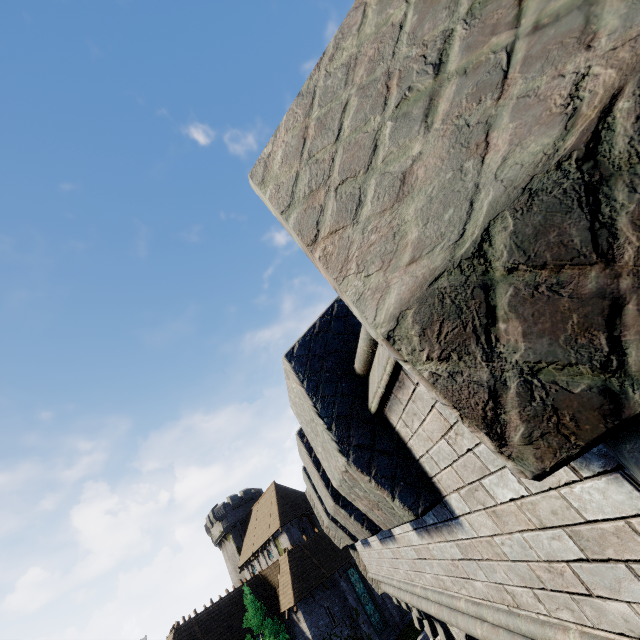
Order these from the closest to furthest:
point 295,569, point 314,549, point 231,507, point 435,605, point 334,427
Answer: point 334,427 < point 435,605 < point 295,569 < point 314,549 < point 231,507

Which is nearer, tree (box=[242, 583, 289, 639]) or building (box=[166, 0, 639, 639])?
building (box=[166, 0, 639, 639])

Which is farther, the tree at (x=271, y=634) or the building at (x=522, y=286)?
the tree at (x=271, y=634)
